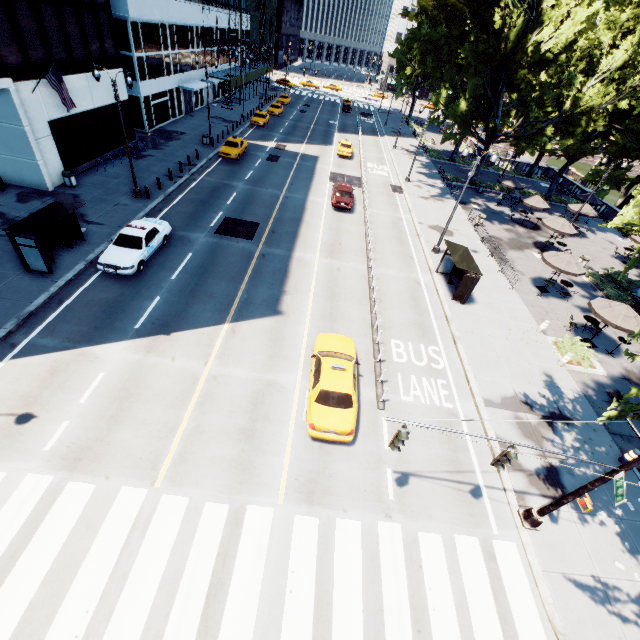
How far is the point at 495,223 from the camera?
32.0m

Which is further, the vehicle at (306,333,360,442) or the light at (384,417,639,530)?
the vehicle at (306,333,360,442)

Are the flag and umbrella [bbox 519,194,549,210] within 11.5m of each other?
no

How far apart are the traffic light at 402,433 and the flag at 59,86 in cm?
2620

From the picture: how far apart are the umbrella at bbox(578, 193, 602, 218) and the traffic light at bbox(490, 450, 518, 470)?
33.87m

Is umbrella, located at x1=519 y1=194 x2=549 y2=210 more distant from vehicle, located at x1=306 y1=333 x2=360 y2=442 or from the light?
the light

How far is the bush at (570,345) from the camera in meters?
17.5 m

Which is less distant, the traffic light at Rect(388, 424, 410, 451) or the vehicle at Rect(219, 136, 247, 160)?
the traffic light at Rect(388, 424, 410, 451)
